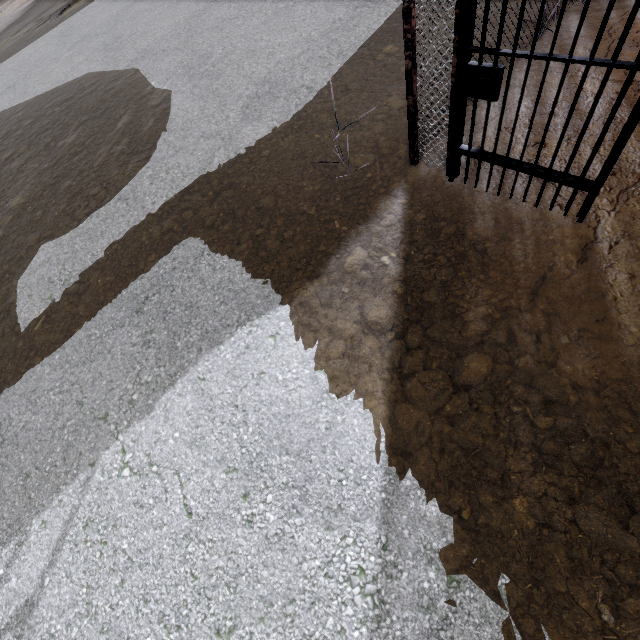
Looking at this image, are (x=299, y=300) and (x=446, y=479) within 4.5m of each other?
yes
